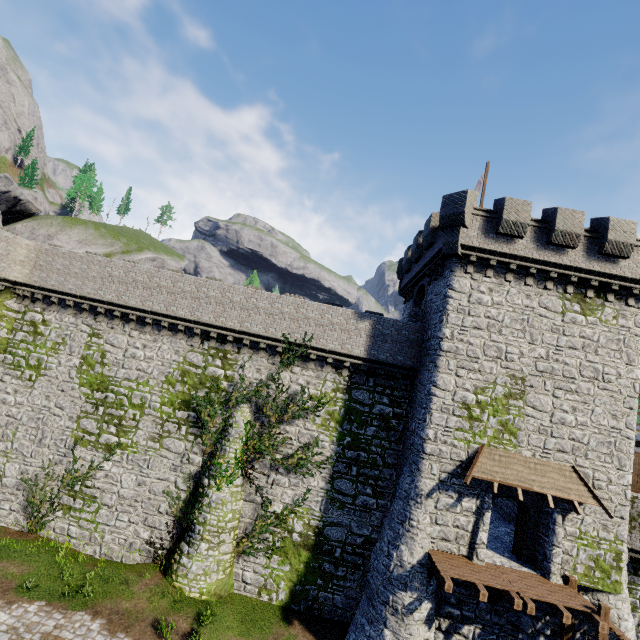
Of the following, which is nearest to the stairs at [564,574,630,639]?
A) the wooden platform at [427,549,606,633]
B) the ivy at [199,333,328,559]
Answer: the wooden platform at [427,549,606,633]

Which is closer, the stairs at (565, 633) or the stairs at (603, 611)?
the stairs at (603, 611)

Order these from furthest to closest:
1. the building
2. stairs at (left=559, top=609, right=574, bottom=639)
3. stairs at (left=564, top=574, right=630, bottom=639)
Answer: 1. the building
2. stairs at (left=559, top=609, right=574, bottom=639)
3. stairs at (left=564, top=574, right=630, bottom=639)

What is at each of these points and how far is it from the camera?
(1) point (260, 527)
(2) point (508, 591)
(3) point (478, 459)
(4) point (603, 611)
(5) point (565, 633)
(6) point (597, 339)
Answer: (1) ivy, 17.31m
(2) wooden platform, 12.72m
(3) awning, 14.63m
(4) stairs, 12.35m
(5) stairs, 13.71m
(6) building, 15.76m

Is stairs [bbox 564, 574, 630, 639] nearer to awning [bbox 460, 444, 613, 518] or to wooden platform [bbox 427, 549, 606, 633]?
wooden platform [bbox 427, 549, 606, 633]

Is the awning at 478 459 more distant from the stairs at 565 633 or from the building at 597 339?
the stairs at 565 633

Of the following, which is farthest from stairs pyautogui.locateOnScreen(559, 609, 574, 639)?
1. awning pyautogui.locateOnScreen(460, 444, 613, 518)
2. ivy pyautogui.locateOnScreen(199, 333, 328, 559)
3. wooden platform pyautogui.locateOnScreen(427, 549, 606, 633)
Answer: ivy pyautogui.locateOnScreen(199, 333, 328, 559)

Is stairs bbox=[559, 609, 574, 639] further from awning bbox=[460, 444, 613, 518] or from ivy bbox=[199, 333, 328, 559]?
ivy bbox=[199, 333, 328, 559]
